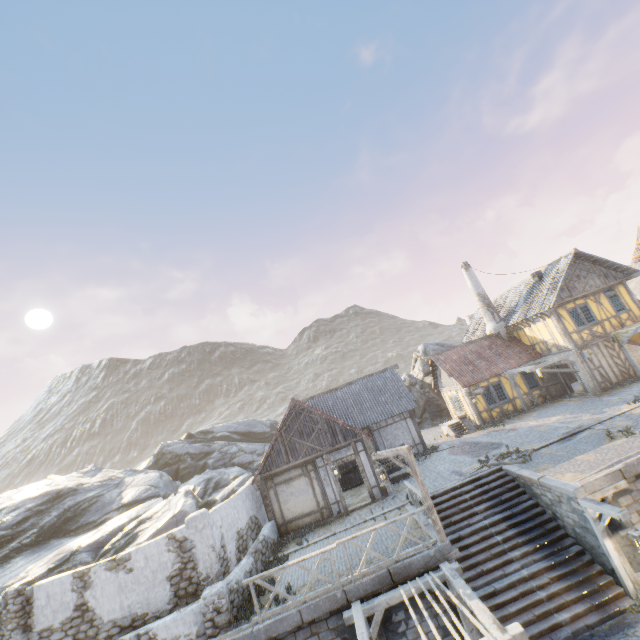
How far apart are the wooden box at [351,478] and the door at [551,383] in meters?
13.8

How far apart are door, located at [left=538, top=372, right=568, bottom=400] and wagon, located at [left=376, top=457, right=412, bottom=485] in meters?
11.4 m

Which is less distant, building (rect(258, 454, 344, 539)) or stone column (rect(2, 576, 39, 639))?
stone column (rect(2, 576, 39, 639))

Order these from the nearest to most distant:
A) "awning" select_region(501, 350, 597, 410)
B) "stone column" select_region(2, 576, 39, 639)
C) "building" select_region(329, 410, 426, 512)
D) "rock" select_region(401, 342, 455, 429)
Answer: "stone column" select_region(2, 576, 39, 639) < "building" select_region(329, 410, 426, 512) < "awning" select_region(501, 350, 597, 410) < "rock" select_region(401, 342, 455, 429)

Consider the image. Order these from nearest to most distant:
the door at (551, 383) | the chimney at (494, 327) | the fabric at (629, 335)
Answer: the fabric at (629, 335) → the door at (551, 383) → the chimney at (494, 327)

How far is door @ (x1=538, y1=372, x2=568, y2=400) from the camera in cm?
2206

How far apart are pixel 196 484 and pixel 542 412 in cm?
2501

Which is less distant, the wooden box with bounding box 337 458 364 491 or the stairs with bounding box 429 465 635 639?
the stairs with bounding box 429 465 635 639
